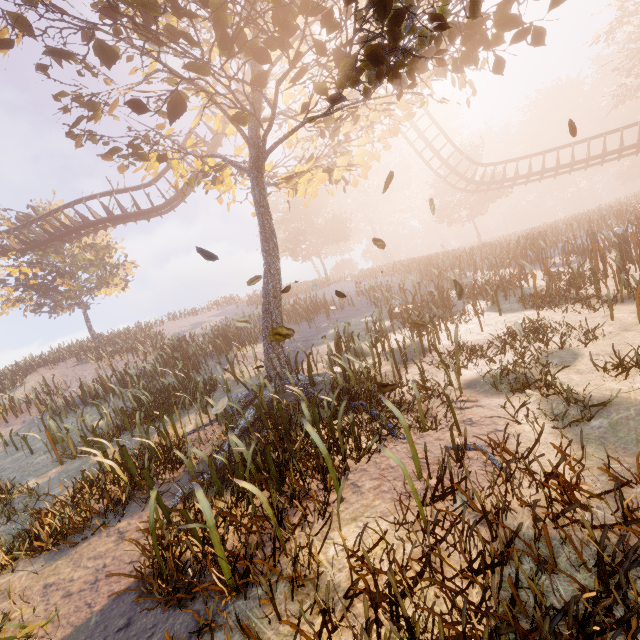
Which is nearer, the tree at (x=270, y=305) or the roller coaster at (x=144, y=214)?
the tree at (x=270, y=305)

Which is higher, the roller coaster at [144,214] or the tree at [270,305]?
the roller coaster at [144,214]

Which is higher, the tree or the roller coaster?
the roller coaster

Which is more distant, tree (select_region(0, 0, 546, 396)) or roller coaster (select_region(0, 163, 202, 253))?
roller coaster (select_region(0, 163, 202, 253))

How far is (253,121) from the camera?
7.5 meters
